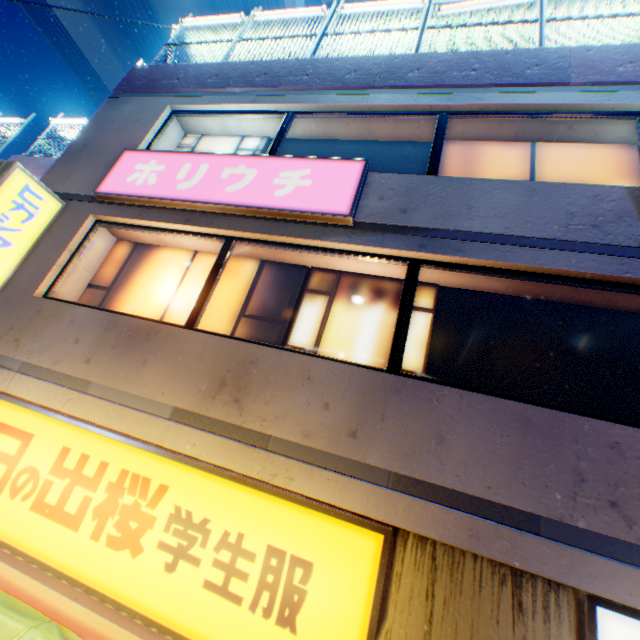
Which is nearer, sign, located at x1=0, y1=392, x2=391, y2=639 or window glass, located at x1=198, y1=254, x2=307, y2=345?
sign, located at x1=0, y1=392, x2=391, y2=639

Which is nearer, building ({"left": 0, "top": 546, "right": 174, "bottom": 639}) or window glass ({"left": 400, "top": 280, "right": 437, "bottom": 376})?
building ({"left": 0, "top": 546, "right": 174, "bottom": 639})

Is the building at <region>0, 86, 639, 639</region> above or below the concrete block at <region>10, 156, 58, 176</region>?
below

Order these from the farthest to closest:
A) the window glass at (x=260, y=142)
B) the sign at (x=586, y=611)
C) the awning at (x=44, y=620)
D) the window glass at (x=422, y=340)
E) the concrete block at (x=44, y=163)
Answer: the concrete block at (x=44, y=163), the window glass at (x=260, y=142), the window glass at (x=422, y=340), the awning at (x=44, y=620), the sign at (x=586, y=611)

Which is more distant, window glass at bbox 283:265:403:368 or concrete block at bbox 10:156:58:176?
concrete block at bbox 10:156:58:176

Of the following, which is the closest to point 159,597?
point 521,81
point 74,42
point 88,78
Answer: point 521,81

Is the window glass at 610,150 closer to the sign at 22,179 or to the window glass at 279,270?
the window glass at 279,270

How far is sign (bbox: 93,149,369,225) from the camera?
4.6m
